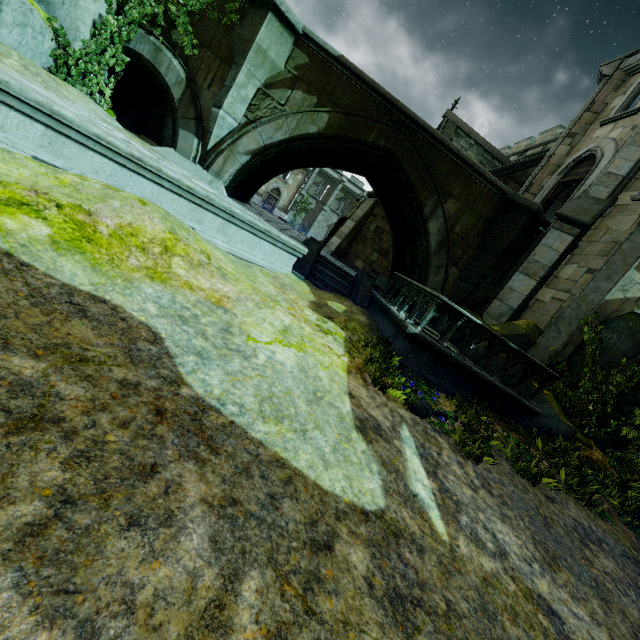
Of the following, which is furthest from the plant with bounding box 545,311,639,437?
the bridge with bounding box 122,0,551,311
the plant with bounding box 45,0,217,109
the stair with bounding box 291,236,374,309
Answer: the plant with bounding box 45,0,217,109

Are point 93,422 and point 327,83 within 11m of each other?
yes

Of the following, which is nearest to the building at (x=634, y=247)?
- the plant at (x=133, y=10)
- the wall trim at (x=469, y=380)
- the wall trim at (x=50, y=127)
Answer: the wall trim at (x=469, y=380)

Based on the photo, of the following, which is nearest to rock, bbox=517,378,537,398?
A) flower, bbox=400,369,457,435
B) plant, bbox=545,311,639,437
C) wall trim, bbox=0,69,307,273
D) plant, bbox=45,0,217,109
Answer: plant, bbox=545,311,639,437

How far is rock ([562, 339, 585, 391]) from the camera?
8.75m

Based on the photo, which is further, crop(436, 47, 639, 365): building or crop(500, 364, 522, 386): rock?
crop(436, 47, 639, 365): building

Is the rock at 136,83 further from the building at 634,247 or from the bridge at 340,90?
→ the building at 634,247

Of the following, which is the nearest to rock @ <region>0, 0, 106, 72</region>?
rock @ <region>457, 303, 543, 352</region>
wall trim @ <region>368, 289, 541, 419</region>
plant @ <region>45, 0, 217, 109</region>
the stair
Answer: plant @ <region>45, 0, 217, 109</region>
